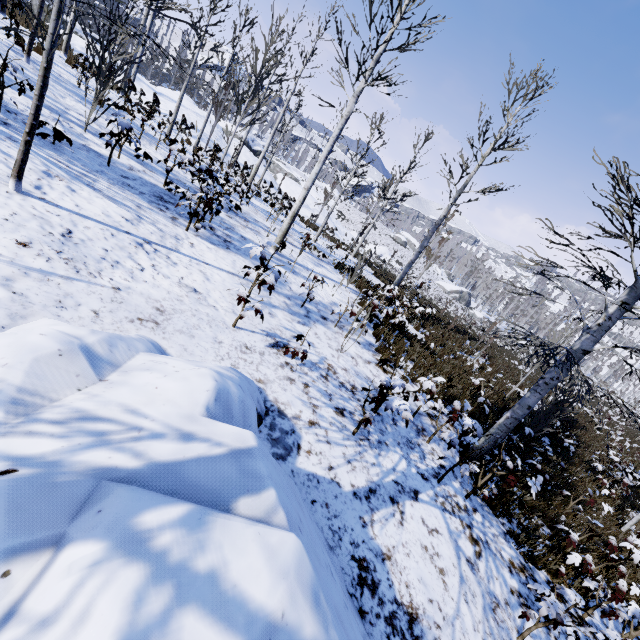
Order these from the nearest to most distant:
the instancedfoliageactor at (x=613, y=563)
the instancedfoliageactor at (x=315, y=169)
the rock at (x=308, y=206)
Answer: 1. the instancedfoliageactor at (x=613, y=563)
2. the instancedfoliageactor at (x=315, y=169)
3. the rock at (x=308, y=206)

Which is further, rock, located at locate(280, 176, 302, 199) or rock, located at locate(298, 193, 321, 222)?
rock, located at locate(280, 176, 302, 199)

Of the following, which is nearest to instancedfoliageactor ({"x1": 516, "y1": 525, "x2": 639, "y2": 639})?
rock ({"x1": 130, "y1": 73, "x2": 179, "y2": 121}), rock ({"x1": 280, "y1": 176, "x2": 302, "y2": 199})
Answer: rock ({"x1": 280, "y1": 176, "x2": 302, "y2": 199})

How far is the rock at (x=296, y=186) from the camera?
32.38m

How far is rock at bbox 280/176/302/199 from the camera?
32.4m

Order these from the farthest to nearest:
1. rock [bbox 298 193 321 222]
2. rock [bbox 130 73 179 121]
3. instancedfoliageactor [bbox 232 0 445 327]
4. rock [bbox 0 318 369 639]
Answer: rock [bbox 298 193 321 222]
rock [bbox 130 73 179 121]
instancedfoliageactor [bbox 232 0 445 327]
rock [bbox 0 318 369 639]

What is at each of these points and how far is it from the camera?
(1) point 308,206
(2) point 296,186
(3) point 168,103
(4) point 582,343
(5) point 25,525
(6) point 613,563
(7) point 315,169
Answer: (1) rock, 32.7 meters
(2) rock, 34.0 meters
(3) rock, 25.0 meters
(4) instancedfoliageactor, 5.1 meters
(5) rock, 1.0 meters
(6) instancedfoliageactor, 4.6 meters
(7) instancedfoliageactor, 8.0 meters

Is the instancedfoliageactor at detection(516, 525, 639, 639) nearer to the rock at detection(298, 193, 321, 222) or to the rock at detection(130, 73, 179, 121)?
the rock at detection(298, 193, 321, 222)
